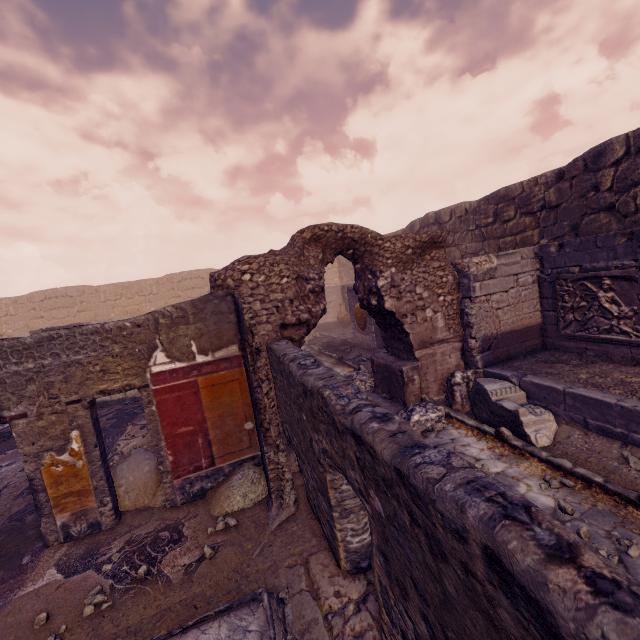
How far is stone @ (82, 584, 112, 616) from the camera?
3.1 meters

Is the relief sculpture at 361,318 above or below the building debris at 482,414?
above

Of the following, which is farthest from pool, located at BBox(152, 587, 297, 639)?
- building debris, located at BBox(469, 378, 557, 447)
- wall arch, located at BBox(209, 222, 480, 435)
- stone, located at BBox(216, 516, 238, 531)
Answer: building debris, located at BBox(469, 378, 557, 447)

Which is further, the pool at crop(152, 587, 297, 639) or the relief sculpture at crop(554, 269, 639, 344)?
the relief sculpture at crop(554, 269, 639, 344)

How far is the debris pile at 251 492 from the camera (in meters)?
4.27

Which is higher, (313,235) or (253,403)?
(313,235)

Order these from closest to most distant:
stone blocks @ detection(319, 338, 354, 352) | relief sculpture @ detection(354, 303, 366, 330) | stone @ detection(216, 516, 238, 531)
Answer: stone @ detection(216, 516, 238, 531)
relief sculpture @ detection(354, 303, 366, 330)
stone blocks @ detection(319, 338, 354, 352)

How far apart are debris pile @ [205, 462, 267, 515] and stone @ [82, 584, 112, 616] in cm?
126
